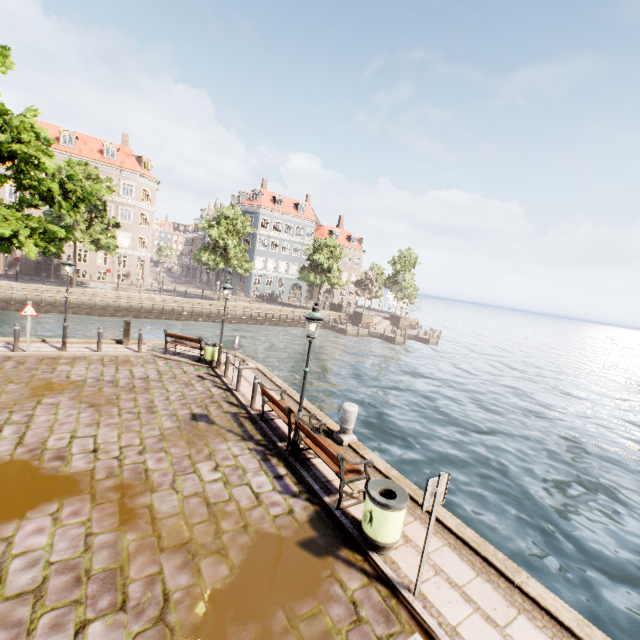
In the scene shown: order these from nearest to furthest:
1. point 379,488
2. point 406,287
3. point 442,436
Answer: point 379,488
point 442,436
point 406,287

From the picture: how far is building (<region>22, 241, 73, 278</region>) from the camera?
35.4m

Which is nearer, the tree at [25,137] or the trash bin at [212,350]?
the tree at [25,137]

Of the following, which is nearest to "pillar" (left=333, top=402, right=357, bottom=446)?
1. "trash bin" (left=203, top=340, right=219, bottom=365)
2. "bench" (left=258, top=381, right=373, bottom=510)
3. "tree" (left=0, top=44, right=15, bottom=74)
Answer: "bench" (left=258, top=381, right=373, bottom=510)

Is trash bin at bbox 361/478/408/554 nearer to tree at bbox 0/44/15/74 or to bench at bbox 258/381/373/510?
bench at bbox 258/381/373/510

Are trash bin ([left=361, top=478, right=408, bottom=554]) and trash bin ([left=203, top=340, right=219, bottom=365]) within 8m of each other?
no

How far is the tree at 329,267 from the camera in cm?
4259

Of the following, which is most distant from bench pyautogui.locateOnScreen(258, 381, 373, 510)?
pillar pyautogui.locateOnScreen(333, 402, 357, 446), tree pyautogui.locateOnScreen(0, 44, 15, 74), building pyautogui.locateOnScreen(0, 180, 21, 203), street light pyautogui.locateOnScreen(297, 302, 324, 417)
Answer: tree pyautogui.locateOnScreen(0, 44, 15, 74)
